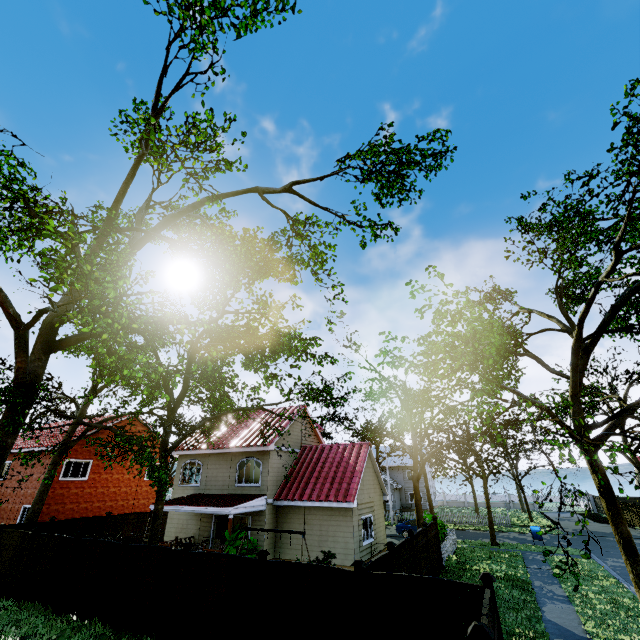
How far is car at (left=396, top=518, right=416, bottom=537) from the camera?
27.7 meters

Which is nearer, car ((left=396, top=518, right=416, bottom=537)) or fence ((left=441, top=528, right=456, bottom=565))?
fence ((left=441, top=528, right=456, bottom=565))

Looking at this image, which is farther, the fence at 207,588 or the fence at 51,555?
the fence at 51,555

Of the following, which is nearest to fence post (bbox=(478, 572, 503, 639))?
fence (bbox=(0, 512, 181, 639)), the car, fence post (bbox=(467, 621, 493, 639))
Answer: fence (bbox=(0, 512, 181, 639))

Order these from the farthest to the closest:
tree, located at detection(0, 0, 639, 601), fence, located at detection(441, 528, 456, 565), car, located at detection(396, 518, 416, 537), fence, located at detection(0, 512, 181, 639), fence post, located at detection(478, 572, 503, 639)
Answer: car, located at detection(396, 518, 416, 537)
fence, located at detection(441, 528, 456, 565)
fence, located at detection(0, 512, 181, 639)
tree, located at detection(0, 0, 639, 601)
fence post, located at detection(478, 572, 503, 639)

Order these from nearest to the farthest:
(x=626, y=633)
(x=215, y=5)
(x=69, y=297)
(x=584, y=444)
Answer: (x=584, y=444), (x=626, y=633), (x=215, y=5), (x=69, y=297)

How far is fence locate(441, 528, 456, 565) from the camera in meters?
18.3 m

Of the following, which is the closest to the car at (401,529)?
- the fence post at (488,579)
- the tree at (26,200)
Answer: the tree at (26,200)
